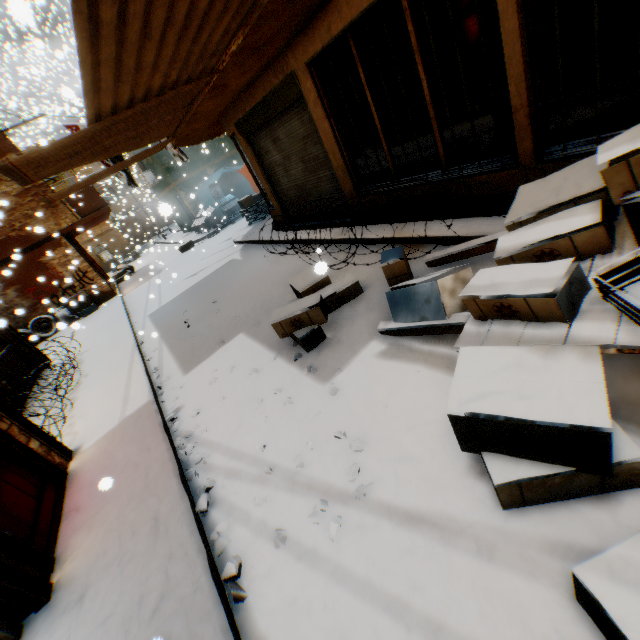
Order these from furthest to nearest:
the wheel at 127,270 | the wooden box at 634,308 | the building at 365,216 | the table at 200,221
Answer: the wheel at 127,270, the table at 200,221, the building at 365,216, the wooden box at 634,308

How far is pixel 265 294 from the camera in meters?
6.8 m

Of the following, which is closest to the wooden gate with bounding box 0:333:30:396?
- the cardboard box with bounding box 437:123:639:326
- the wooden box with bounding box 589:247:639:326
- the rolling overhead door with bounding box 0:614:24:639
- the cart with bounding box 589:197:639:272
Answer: the rolling overhead door with bounding box 0:614:24:639

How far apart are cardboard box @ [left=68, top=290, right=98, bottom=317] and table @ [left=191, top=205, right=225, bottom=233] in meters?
6.8 m

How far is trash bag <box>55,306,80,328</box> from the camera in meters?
13.7

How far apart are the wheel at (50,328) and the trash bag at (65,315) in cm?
3

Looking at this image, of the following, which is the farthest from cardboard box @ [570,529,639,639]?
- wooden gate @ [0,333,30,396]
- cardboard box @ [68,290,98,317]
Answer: cardboard box @ [68,290,98,317]

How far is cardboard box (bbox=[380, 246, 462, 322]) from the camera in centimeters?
311cm
